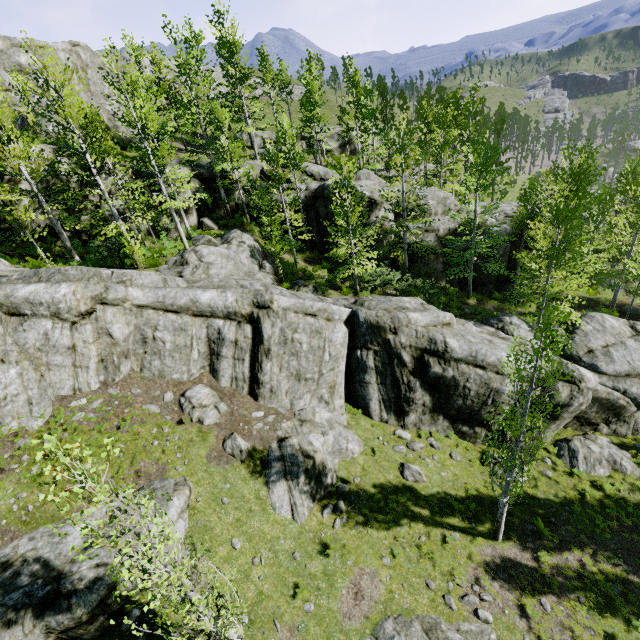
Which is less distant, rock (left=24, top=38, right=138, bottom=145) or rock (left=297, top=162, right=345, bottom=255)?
rock (left=297, top=162, right=345, bottom=255)

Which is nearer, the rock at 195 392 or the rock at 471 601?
the rock at 471 601

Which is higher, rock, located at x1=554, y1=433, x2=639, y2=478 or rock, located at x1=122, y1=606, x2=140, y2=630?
rock, located at x1=122, y1=606, x2=140, y2=630

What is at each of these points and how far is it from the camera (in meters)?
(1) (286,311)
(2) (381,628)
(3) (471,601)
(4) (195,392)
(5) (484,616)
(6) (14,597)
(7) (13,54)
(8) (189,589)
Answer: (1) rock, 14.89
(2) rock, 10.27
(3) rock, 11.38
(4) rock, 13.80
(5) rock, 11.08
(6) rock, 8.47
(7) rock, 31.55
(8) instancedfoliageactor, 6.55

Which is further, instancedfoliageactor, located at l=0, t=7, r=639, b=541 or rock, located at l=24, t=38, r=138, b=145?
rock, located at l=24, t=38, r=138, b=145

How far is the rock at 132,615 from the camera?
9.19m

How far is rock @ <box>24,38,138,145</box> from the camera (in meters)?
27.77
